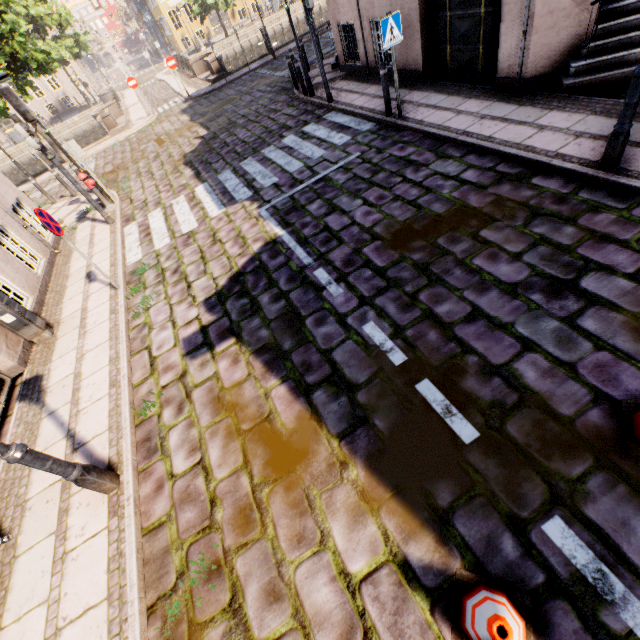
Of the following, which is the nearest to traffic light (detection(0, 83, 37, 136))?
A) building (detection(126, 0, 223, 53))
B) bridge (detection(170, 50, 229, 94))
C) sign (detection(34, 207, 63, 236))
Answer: sign (detection(34, 207, 63, 236))

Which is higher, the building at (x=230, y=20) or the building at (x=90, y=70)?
the building at (x=90, y=70)

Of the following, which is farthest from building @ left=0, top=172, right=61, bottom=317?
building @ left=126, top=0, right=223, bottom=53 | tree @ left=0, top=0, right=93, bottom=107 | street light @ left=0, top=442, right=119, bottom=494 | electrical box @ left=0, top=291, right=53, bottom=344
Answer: building @ left=126, top=0, right=223, bottom=53

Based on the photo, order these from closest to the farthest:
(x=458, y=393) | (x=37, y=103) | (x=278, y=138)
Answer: (x=458, y=393)
(x=278, y=138)
(x=37, y=103)

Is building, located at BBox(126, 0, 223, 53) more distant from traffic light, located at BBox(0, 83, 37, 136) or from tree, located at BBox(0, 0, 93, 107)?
traffic light, located at BBox(0, 83, 37, 136)

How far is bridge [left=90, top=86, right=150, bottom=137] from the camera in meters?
18.8

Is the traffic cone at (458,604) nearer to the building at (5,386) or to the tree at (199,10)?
the building at (5,386)

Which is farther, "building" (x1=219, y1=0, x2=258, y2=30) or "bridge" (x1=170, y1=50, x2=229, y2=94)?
"building" (x1=219, y1=0, x2=258, y2=30)
